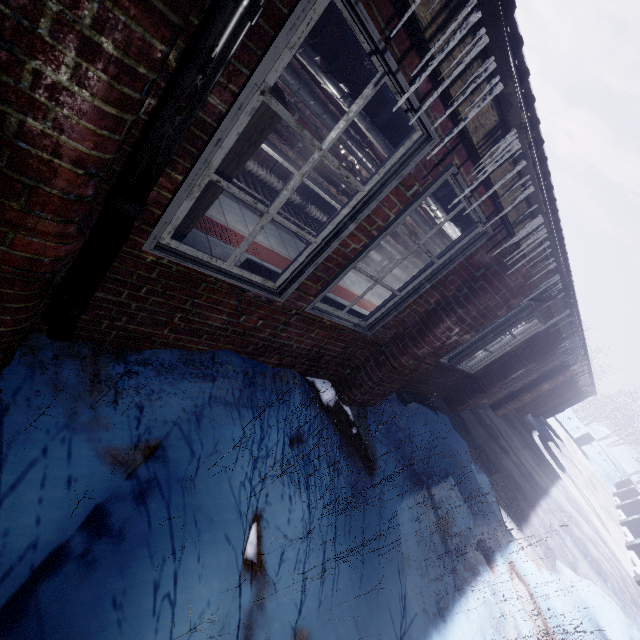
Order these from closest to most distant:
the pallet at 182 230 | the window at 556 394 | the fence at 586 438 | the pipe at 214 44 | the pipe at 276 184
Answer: the pipe at 214 44, the pallet at 182 230, the pipe at 276 184, the window at 556 394, the fence at 586 438

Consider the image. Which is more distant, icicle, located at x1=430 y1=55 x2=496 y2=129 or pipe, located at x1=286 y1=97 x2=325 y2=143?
pipe, located at x1=286 y1=97 x2=325 y2=143

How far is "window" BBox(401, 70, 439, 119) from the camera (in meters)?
1.42

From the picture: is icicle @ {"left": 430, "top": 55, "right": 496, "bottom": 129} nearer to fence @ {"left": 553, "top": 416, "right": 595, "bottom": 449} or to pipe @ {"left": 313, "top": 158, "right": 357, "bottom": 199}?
pipe @ {"left": 313, "top": 158, "right": 357, "bottom": 199}

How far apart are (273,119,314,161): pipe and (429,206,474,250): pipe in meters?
0.5 m

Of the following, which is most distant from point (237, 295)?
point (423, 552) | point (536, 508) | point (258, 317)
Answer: point (536, 508)

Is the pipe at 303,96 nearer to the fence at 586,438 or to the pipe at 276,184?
the pipe at 276,184

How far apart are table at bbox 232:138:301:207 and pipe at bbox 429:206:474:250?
1.0 meters
